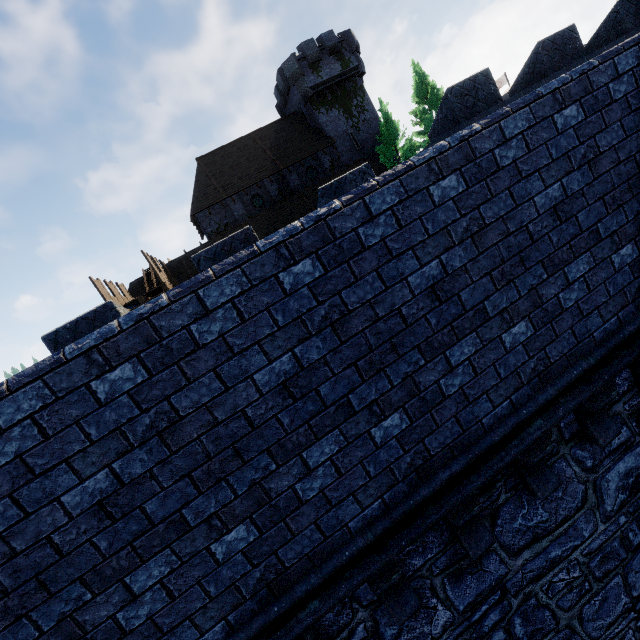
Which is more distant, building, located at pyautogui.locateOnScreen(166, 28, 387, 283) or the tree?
building, located at pyautogui.locateOnScreen(166, 28, 387, 283)

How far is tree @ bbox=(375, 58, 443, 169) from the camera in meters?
25.6

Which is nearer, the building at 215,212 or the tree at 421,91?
the tree at 421,91

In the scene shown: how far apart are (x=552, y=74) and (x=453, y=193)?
7.7 meters

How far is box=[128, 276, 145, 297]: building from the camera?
25.8m

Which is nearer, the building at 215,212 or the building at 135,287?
the building at 135,287

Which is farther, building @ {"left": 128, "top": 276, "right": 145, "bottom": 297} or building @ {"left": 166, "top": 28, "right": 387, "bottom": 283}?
building @ {"left": 166, "top": 28, "right": 387, "bottom": 283}
